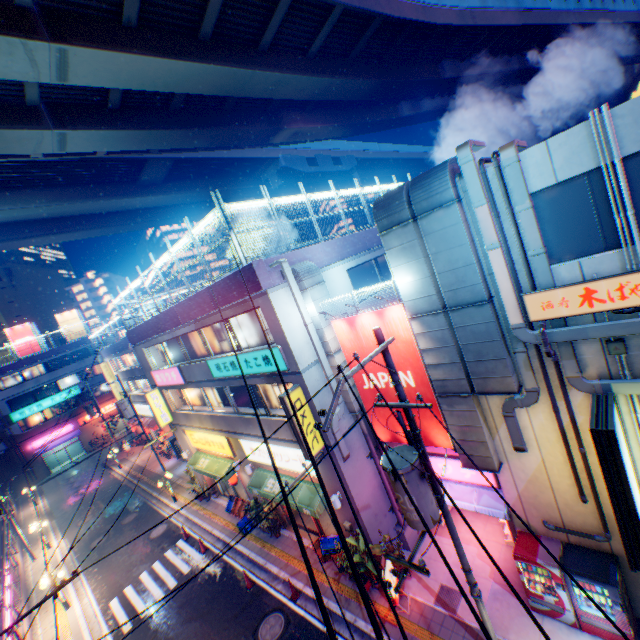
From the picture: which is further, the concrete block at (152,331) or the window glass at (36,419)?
the window glass at (36,419)

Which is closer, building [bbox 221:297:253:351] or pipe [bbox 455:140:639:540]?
pipe [bbox 455:140:639:540]

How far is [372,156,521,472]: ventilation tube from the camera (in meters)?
7.69

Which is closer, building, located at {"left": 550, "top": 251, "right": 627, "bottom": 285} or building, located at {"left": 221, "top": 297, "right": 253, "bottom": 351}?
building, located at {"left": 550, "top": 251, "right": 627, "bottom": 285}

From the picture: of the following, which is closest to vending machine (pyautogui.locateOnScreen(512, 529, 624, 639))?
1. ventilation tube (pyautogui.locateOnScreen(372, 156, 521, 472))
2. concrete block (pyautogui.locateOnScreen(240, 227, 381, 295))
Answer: ventilation tube (pyautogui.locateOnScreen(372, 156, 521, 472))

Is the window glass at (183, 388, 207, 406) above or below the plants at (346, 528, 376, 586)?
above

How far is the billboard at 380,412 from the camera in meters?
11.4 m

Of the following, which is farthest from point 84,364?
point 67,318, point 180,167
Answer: point 180,167
